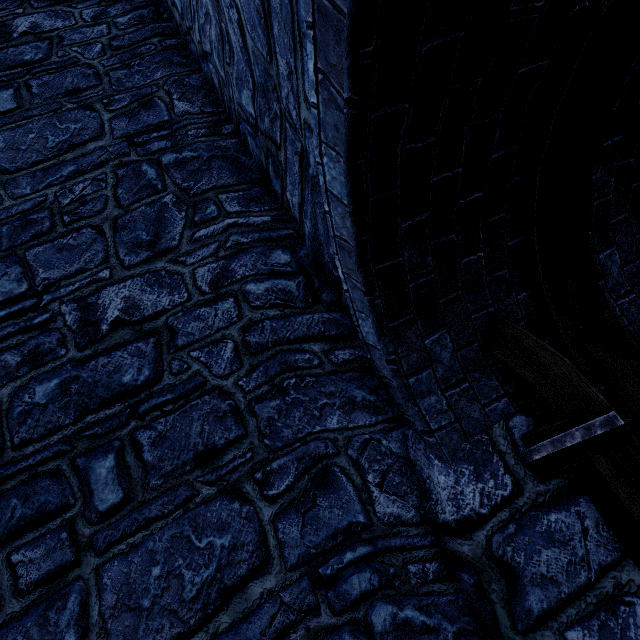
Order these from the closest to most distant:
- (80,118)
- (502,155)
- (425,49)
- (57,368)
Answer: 1. (425,49)
2. (502,155)
3. (57,368)
4. (80,118)
